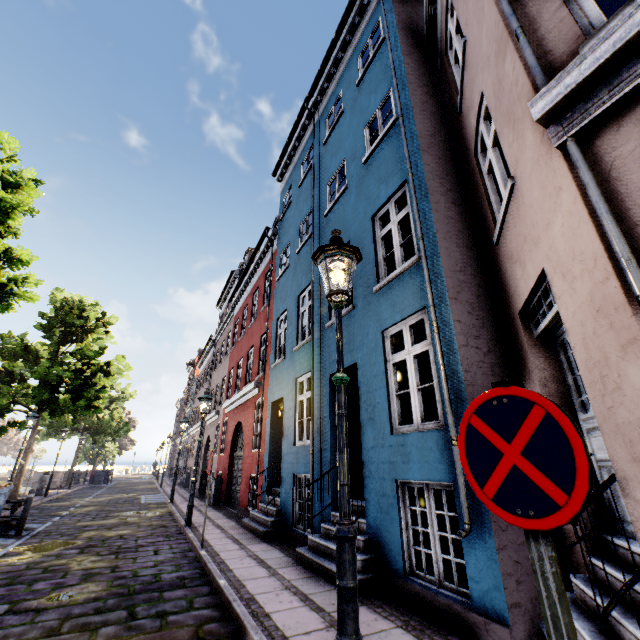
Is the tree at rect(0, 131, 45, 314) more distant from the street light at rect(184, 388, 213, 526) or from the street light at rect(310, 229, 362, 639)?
the street light at rect(310, 229, 362, 639)

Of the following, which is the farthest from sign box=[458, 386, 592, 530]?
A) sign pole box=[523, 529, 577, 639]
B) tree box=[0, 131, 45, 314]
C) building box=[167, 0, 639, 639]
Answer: tree box=[0, 131, 45, 314]

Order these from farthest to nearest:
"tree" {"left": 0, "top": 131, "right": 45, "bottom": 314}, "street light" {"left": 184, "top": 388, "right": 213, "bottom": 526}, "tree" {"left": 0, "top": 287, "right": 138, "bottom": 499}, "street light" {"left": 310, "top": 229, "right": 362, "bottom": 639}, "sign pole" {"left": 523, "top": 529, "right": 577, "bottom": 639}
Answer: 1. "tree" {"left": 0, "top": 287, "right": 138, "bottom": 499}
2. "street light" {"left": 184, "top": 388, "right": 213, "bottom": 526}
3. "tree" {"left": 0, "top": 131, "right": 45, "bottom": 314}
4. "street light" {"left": 310, "top": 229, "right": 362, "bottom": 639}
5. "sign pole" {"left": 523, "top": 529, "right": 577, "bottom": 639}

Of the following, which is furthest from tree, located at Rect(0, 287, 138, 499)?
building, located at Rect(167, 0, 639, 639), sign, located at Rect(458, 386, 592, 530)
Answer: sign, located at Rect(458, 386, 592, 530)

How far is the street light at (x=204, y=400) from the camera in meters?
9.3 m

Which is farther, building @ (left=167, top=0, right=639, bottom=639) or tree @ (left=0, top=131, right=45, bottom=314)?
tree @ (left=0, top=131, right=45, bottom=314)

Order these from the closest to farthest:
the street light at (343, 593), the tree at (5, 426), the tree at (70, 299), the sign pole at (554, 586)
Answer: the sign pole at (554, 586) < the street light at (343, 593) < the tree at (70, 299) < the tree at (5, 426)

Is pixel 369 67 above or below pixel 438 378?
above
